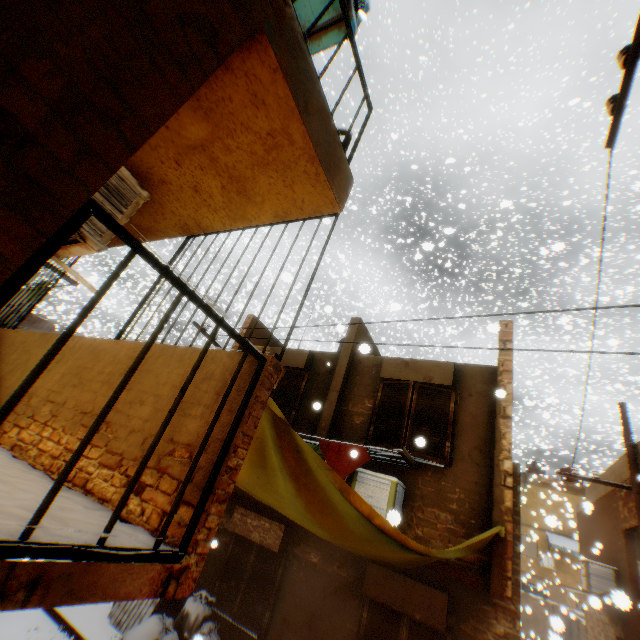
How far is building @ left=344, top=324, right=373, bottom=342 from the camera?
8.5m

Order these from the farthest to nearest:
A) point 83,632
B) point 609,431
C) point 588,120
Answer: point 588,120
point 609,431
point 83,632

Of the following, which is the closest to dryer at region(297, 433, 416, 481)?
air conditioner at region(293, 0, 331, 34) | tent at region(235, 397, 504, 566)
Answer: tent at region(235, 397, 504, 566)

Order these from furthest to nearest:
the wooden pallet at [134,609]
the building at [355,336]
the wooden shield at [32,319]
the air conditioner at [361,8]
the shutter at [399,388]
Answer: the wooden shield at [32,319], the building at [355,336], the wooden pallet at [134,609], the shutter at [399,388], the air conditioner at [361,8]

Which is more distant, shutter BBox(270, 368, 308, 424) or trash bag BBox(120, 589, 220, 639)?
shutter BBox(270, 368, 308, 424)

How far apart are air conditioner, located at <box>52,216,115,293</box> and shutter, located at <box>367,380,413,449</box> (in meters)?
2.17

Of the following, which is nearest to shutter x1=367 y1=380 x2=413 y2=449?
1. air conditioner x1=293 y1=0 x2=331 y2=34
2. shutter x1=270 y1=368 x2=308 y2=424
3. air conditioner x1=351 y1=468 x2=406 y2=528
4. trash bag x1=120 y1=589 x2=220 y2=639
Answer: air conditioner x1=351 y1=468 x2=406 y2=528

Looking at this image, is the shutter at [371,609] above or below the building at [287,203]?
below
